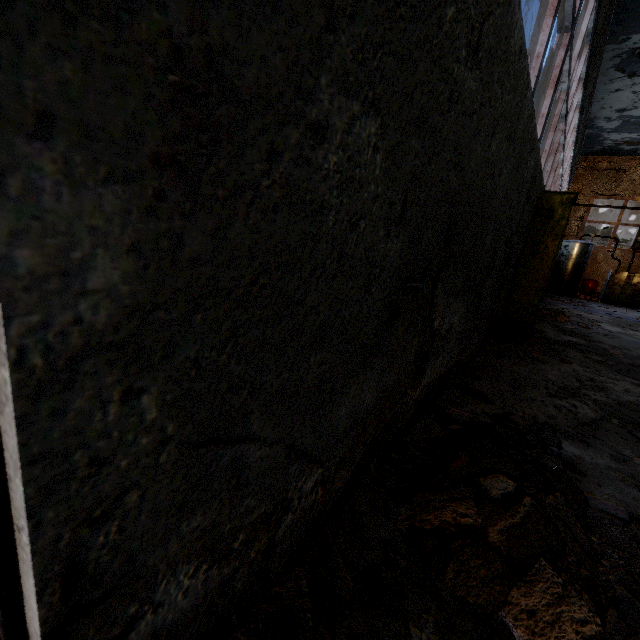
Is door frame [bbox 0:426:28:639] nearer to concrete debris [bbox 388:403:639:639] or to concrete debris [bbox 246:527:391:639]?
concrete debris [bbox 246:527:391:639]

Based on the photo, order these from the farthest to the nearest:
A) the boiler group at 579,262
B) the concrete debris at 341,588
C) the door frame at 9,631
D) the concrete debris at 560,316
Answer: the boiler group at 579,262, the concrete debris at 560,316, the concrete debris at 341,588, the door frame at 9,631

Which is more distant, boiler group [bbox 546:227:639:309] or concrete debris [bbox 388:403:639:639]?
boiler group [bbox 546:227:639:309]

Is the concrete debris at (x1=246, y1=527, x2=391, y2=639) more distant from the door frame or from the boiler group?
the boiler group

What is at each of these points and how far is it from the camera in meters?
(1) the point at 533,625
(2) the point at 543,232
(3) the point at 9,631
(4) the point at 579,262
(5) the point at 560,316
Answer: (1) concrete debris, 1.1
(2) power box, 5.3
(3) door frame, 0.6
(4) boiler group, 15.8
(5) concrete debris, 8.2

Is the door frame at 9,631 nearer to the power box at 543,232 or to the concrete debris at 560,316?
the power box at 543,232

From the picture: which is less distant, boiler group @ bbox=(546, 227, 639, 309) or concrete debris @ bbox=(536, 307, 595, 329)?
concrete debris @ bbox=(536, 307, 595, 329)

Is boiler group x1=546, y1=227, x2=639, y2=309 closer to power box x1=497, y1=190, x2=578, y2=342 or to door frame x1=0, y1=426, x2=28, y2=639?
power box x1=497, y1=190, x2=578, y2=342
